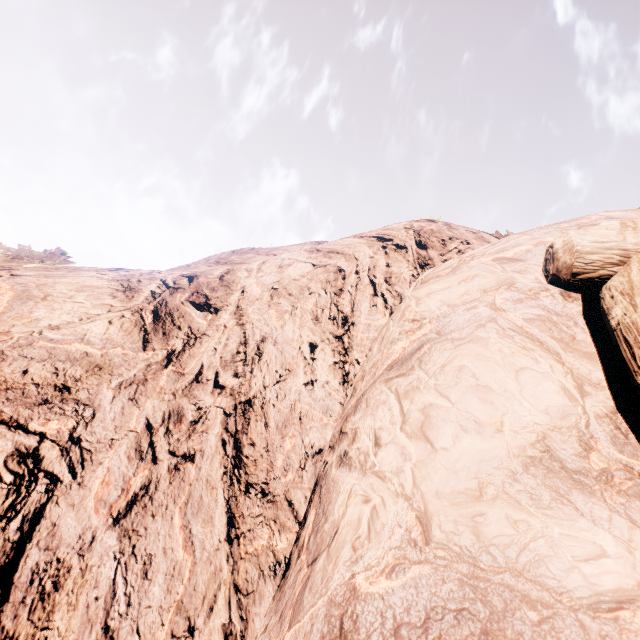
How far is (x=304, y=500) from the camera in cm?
179
